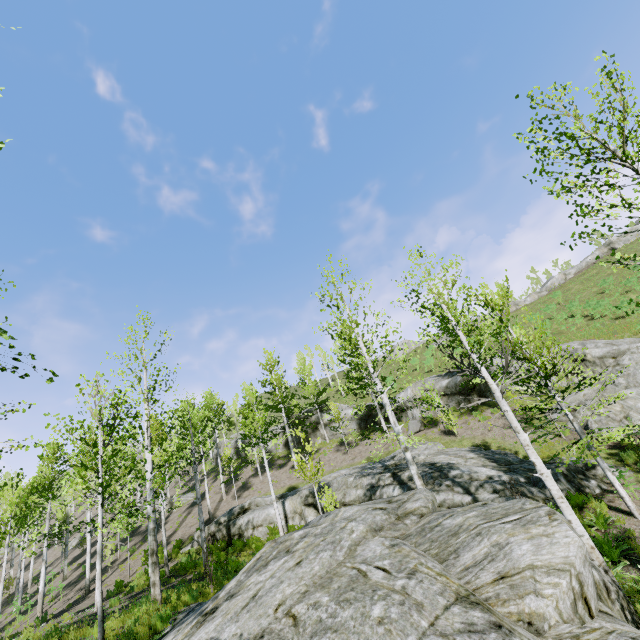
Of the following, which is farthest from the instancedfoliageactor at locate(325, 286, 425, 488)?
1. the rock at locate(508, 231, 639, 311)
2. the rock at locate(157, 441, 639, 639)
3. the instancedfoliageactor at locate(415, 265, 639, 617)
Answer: the rock at locate(508, 231, 639, 311)

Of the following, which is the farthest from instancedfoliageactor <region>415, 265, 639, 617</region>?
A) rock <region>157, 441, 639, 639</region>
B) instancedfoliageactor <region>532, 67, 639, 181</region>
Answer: rock <region>157, 441, 639, 639</region>

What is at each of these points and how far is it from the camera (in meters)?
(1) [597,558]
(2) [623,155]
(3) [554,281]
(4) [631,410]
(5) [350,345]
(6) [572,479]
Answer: (1) instancedfoliageactor, 6.53
(2) instancedfoliageactor, 5.05
(3) rock, 43.69
(4) rock, 14.88
(5) instancedfoliageactor, 13.84
(6) rock, 11.73

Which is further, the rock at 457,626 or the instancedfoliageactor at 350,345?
the instancedfoliageactor at 350,345

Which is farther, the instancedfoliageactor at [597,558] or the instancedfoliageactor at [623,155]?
the instancedfoliageactor at [597,558]

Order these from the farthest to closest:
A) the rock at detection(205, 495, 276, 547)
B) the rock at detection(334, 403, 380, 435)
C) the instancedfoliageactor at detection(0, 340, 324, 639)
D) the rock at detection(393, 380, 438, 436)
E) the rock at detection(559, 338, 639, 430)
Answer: the rock at detection(334, 403, 380, 435) < the rock at detection(393, 380, 438, 436) < the rock at detection(205, 495, 276, 547) < the rock at detection(559, 338, 639, 430) < the instancedfoliageactor at detection(0, 340, 324, 639)

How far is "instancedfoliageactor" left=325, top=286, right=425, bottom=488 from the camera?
12.1 meters

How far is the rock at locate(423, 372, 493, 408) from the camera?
23.62m
